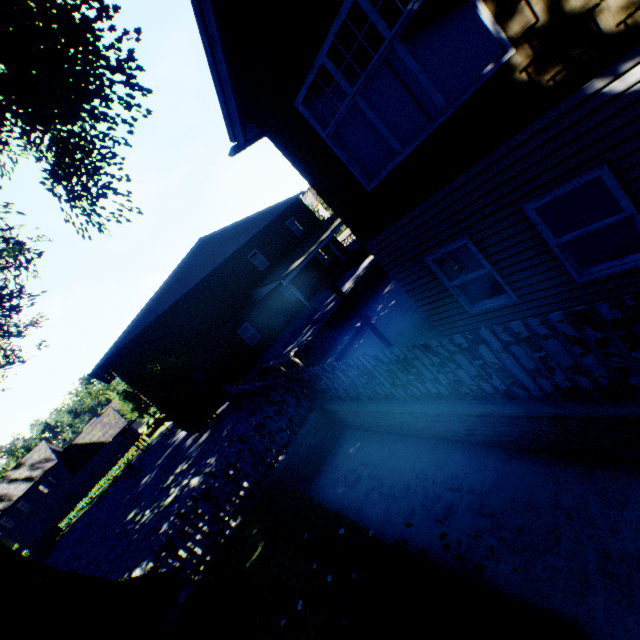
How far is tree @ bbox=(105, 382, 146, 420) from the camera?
41.1m

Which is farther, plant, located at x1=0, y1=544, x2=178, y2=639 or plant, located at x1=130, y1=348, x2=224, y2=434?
plant, located at x1=130, y1=348, x2=224, y2=434

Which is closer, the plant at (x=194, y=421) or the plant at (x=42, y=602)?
the plant at (x=42, y=602)

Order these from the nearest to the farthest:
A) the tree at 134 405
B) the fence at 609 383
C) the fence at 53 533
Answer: the fence at 609 383 < the fence at 53 533 < the tree at 134 405

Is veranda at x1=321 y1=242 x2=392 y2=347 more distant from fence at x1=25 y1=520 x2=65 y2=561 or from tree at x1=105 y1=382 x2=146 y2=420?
tree at x1=105 y1=382 x2=146 y2=420

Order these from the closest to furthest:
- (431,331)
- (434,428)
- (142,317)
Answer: (434,428) → (431,331) → (142,317)

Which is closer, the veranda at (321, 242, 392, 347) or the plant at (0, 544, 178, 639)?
the plant at (0, 544, 178, 639)
